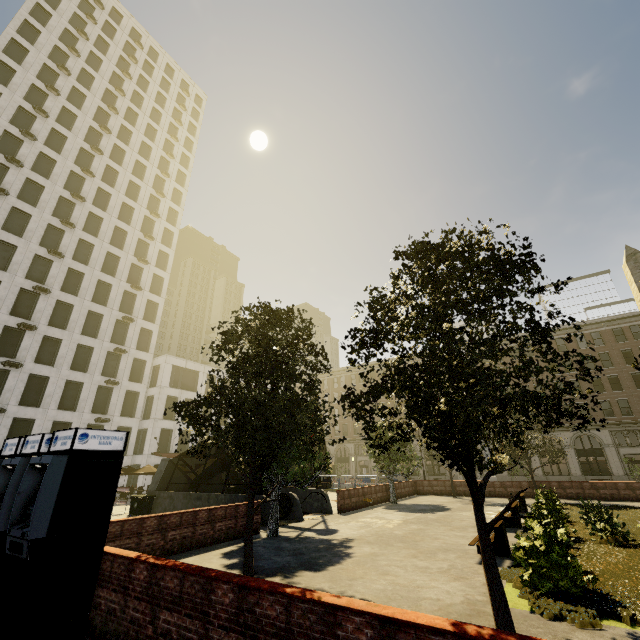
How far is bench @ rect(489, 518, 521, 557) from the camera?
9.76m

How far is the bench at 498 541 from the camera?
9.8m

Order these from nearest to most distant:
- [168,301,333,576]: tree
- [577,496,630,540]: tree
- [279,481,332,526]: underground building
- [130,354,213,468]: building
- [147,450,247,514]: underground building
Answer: [168,301,333,576]: tree, [577,496,630,540]: tree, [279,481,332,526]: underground building, [147,450,247,514]: underground building, [130,354,213,468]: building

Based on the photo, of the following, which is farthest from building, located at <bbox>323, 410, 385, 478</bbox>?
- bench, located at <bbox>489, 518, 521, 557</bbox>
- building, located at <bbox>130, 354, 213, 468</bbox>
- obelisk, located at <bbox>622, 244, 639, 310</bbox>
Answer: obelisk, located at <bbox>622, 244, 639, 310</bbox>

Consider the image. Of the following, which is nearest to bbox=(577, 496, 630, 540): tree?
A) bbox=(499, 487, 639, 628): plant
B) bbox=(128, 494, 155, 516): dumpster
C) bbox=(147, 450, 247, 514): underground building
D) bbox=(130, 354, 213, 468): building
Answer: bbox=(499, 487, 639, 628): plant

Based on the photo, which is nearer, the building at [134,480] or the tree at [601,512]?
the tree at [601,512]

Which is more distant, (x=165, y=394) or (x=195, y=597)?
(x=165, y=394)

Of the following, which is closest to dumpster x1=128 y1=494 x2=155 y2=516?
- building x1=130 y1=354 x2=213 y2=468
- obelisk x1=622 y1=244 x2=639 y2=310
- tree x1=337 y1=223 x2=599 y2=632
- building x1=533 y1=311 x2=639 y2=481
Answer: tree x1=337 y1=223 x2=599 y2=632
